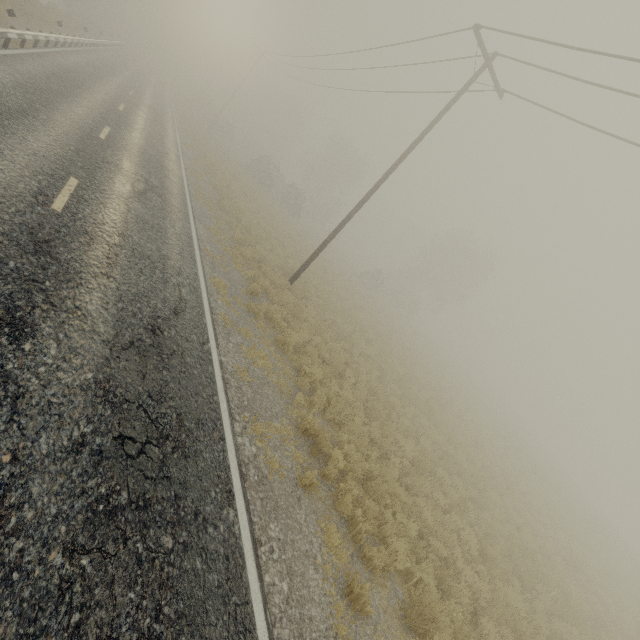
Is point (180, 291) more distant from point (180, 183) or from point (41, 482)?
point (180, 183)
